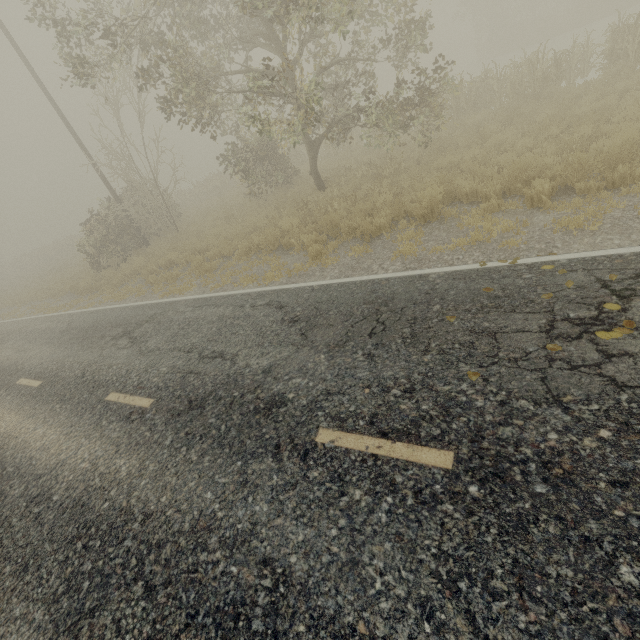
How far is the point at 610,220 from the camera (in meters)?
5.35
